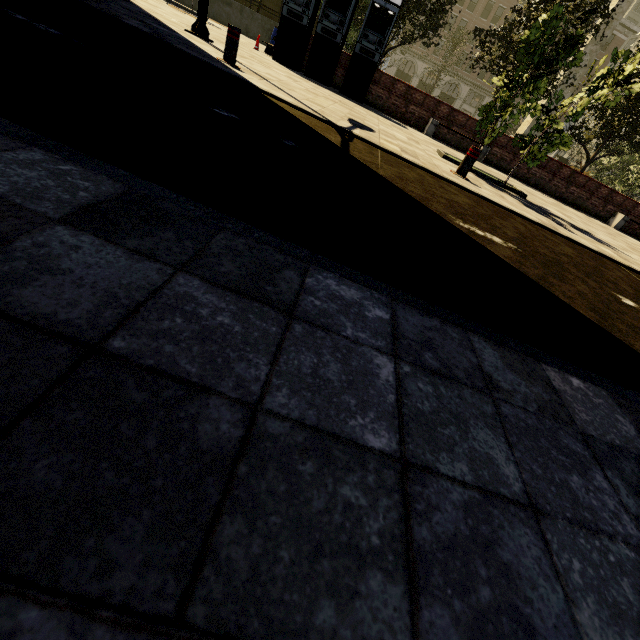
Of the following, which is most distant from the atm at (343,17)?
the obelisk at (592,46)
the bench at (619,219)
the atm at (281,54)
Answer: the obelisk at (592,46)

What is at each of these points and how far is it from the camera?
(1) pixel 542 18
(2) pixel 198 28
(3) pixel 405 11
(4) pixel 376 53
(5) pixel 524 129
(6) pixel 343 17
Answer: (1) tree, 6.6 meters
(2) street light, 7.6 meters
(3) tree, 14.5 meters
(4) atm, 11.5 meters
(5) obelisk, 25.2 meters
(6) atm, 11.2 meters

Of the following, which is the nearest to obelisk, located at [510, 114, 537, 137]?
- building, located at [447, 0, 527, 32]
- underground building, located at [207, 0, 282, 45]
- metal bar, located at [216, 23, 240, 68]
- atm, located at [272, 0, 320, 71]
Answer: underground building, located at [207, 0, 282, 45]

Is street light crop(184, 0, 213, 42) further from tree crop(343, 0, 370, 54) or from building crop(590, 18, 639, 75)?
building crop(590, 18, 639, 75)

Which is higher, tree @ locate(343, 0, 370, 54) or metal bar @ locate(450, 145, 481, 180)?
tree @ locate(343, 0, 370, 54)

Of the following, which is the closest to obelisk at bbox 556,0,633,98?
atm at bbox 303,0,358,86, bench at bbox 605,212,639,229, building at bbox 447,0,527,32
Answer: bench at bbox 605,212,639,229

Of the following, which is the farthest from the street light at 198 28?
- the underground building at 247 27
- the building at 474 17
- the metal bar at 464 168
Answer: the building at 474 17

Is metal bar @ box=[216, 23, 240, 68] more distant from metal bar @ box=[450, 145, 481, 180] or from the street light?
metal bar @ box=[450, 145, 481, 180]
